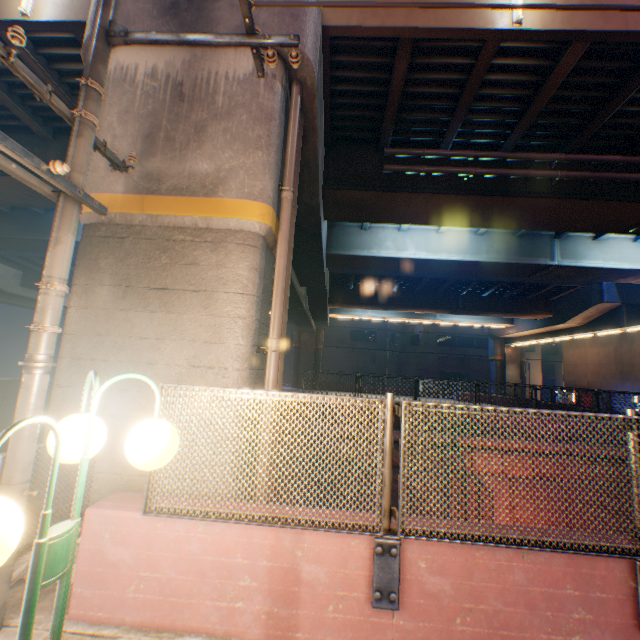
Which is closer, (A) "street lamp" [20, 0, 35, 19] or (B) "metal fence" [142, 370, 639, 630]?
(B) "metal fence" [142, 370, 639, 630]

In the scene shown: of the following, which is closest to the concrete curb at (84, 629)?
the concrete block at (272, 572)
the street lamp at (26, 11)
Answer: the concrete block at (272, 572)

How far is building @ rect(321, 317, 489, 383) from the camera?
45.7 meters

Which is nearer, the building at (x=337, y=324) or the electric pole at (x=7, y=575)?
the electric pole at (x=7, y=575)

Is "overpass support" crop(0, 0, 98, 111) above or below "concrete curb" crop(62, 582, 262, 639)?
above

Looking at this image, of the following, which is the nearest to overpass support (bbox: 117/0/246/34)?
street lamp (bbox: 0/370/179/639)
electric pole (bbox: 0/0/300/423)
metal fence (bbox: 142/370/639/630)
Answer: metal fence (bbox: 142/370/639/630)

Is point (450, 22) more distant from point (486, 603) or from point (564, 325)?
point (564, 325)

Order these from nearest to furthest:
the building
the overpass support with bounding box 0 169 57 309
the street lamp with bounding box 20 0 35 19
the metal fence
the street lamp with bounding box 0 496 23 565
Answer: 1. the street lamp with bounding box 0 496 23 565
2. the metal fence
3. the street lamp with bounding box 20 0 35 19
4. the overpass support with bounding box 0 169 57 309
5. the building
